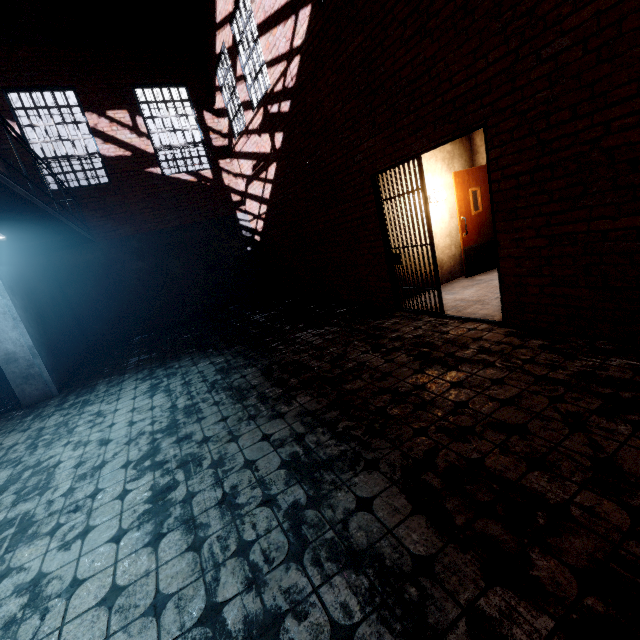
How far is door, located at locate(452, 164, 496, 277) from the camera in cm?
650

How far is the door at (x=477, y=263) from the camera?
6.50m

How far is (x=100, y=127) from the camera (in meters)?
9.09

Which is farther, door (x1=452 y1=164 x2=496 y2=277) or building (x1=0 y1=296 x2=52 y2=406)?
door (x1=452 y1=164 x2=496 y2=277)

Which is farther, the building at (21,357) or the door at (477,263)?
the door at (477,263)
